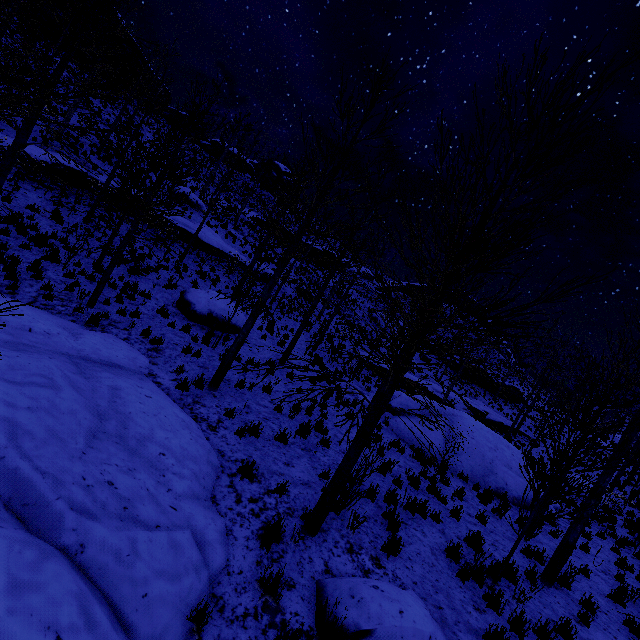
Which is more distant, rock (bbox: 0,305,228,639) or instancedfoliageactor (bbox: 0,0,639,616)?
instancedfoliageactor (bbox: 0,0,639,616)

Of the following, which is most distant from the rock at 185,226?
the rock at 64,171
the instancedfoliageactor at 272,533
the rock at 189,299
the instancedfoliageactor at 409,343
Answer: the instancedfoliageactor at 272,533

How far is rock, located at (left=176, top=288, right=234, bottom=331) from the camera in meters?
13.5

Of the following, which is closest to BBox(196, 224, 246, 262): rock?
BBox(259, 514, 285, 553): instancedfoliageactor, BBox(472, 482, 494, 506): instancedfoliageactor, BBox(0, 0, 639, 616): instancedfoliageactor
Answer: BBox(472, 482, 494, 506): instancedfoliageactor

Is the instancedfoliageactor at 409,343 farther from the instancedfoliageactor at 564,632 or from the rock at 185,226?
the rock at 185,226

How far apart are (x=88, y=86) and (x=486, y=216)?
13.2 meters

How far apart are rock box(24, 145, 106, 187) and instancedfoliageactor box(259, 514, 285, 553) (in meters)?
19.06

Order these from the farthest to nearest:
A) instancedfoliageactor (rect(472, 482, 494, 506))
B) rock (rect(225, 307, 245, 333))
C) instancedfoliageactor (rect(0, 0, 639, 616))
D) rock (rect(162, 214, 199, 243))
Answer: rock (rect(162, 214, 199, 243)) < rock (rect(225, 307, 245, 333)) < instancedfoliageactor (rect(472, 482, 494, 506)) < instancedfoliageactor (rect(0, 0, 639, 616))
